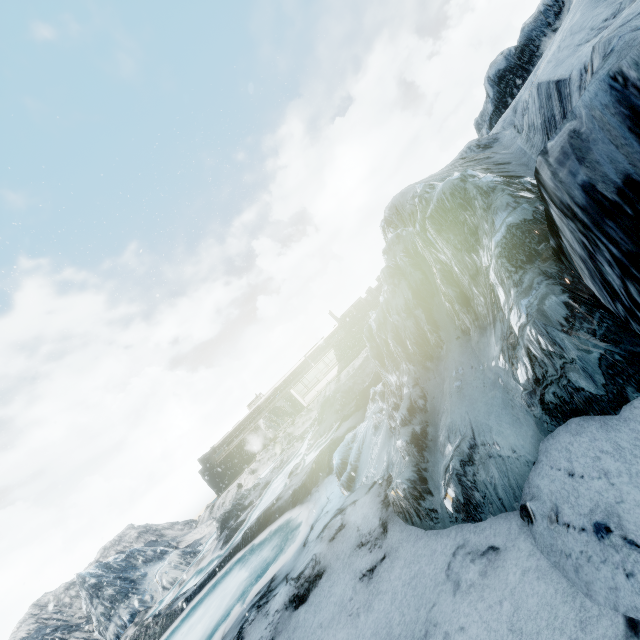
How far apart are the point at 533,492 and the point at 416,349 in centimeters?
301cm
